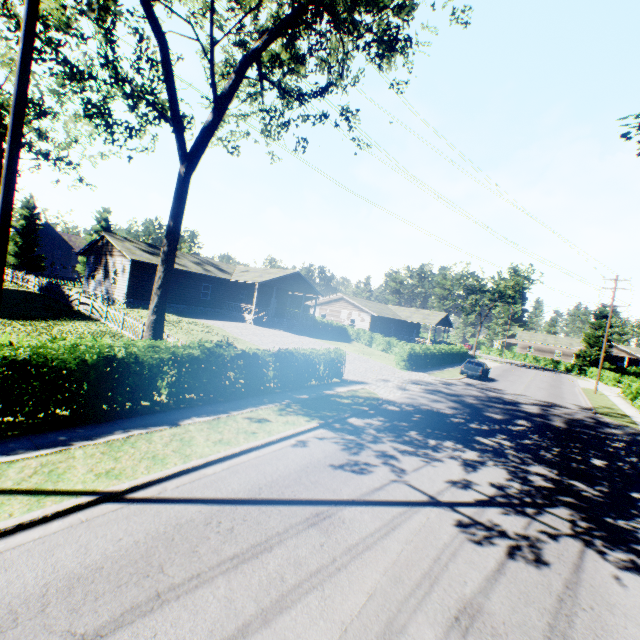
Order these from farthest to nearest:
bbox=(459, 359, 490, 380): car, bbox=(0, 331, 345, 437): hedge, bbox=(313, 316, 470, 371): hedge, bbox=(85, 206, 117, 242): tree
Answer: bbox=(85, 206, 117, 242): tree, bbox=(459, 359, 490, 380): car, bbox=(313, 316, 470, 371): hedge, bbox=(0, 331, 345, 437): hedge

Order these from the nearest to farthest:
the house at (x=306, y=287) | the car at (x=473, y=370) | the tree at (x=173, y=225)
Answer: the tree at (x=173, y=225) → the car at (x=473, y=370) → the house at (x=306, y=287)

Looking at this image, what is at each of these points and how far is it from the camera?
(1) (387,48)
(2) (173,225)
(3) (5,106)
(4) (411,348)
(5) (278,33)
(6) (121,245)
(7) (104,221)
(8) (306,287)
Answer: (1) tree, 13.51m
(2) tree, 11.80m
(3) tree, 30.59m
(4) hedge, 26.80m
(5) tree, 11.59m
(6) house, 28.16m
(7) tree, 54.53m
(8) house, 38.53m

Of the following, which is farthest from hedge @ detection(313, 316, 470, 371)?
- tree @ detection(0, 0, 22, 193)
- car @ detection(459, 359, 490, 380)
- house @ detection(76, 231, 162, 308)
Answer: tree @ detection(0, 0, 22, 193)

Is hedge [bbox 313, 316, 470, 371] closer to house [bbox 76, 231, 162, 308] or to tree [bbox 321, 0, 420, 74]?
house [bbox 76, 231, 162, 308]

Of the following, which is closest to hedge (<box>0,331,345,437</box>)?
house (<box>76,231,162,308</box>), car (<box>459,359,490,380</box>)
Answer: house (<box>76,231,162,308</box>)

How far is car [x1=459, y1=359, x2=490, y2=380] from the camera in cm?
2833

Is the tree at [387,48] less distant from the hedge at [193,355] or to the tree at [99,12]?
the tree at [99,12]
